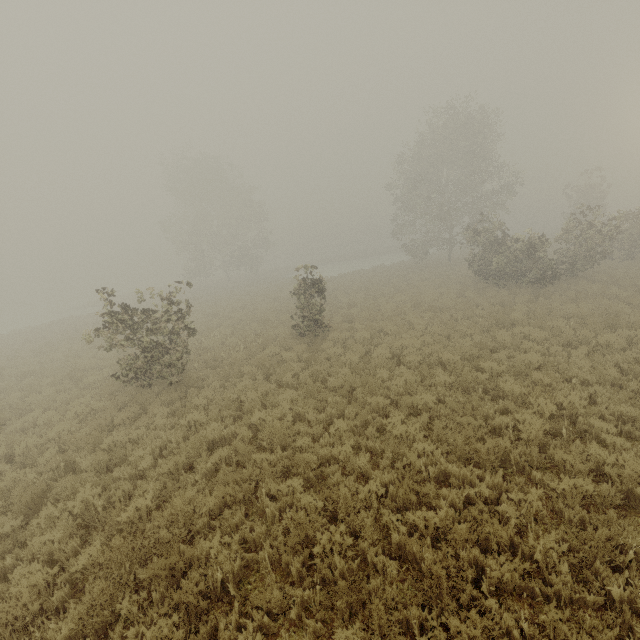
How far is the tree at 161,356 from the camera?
10.0 meters

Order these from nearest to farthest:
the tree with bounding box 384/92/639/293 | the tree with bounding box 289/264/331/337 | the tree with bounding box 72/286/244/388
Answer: the tree with bounding box 72/286/244/388, the tree with bounding box 289/264/331/337, the tree with bounding box 384/92/639/293

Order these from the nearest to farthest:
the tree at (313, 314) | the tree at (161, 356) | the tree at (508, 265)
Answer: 1. the tree at (161, 356)
2. the tree at (313, 314)
3. the tree at (508, 265)

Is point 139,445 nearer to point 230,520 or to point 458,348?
point 230,520

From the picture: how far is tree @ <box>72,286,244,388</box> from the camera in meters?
10.0

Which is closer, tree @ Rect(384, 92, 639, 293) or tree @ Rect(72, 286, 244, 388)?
tree @ Rect(72, 286, 244, 388)
